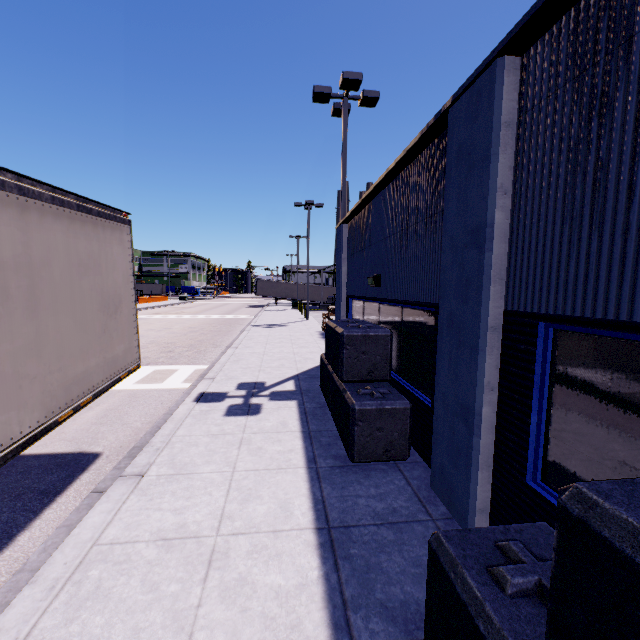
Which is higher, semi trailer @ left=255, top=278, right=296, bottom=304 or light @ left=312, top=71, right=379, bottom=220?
light @ left=312, top=71, right=379, bottom=220

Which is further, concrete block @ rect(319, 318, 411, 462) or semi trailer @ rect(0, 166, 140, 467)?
concrete block @ rect(319, 318, 411, 462)

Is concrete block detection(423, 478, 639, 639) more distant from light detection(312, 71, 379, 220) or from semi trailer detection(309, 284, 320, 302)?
light detection(312, 71, 379, 220)

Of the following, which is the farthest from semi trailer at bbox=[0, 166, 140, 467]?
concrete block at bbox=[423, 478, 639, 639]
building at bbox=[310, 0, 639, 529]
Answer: concrete block at bbox=[423, 478, 639, 639]

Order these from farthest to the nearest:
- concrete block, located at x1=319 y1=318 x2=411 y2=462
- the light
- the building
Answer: the light → concrete block, located at x1=319 y1=318 x2=411 y2=462 → the building

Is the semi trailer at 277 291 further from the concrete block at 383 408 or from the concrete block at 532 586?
the concrete block at 532 586

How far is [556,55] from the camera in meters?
2.7 m
